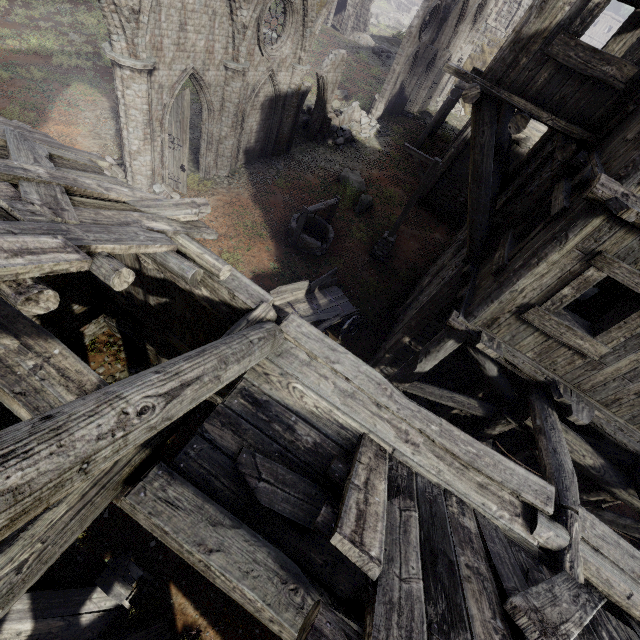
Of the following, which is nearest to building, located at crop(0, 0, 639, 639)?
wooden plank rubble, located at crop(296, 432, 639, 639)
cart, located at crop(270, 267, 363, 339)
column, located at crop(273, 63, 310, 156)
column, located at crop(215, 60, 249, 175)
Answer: wooden plank rubble, located at crop(296, 432, 639, 639)

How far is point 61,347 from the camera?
3.4m

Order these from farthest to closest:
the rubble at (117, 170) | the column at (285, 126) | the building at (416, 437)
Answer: the column at (285, 126), the rubble at (117, 170), the building at (416, 437)

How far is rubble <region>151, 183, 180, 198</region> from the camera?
12.3 meters

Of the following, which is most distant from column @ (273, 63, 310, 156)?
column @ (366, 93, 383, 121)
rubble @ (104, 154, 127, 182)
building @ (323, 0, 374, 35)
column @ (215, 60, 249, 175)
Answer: building @ (323, 0, 374, 35)

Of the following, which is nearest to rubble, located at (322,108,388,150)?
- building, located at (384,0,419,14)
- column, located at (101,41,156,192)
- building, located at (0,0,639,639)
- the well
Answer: building, located at (0,0,639,639)

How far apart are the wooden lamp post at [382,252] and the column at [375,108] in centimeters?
1413cm

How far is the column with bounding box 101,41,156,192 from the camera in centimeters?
923cm
